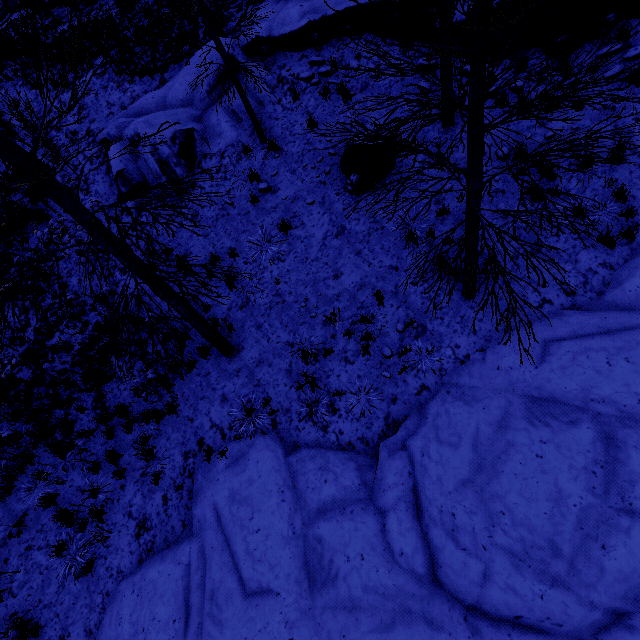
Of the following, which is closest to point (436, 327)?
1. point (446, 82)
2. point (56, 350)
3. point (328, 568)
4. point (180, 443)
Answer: point (328, 568)

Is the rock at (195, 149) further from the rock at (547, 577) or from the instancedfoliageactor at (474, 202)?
the rock at (547, 577)

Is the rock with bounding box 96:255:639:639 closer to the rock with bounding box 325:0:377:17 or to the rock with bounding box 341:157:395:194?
the rock with bounding box 325:0:377:17

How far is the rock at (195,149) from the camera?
9.3m

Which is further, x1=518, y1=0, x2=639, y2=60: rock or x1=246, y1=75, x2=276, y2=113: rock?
x1=246, y1=75, x2=276, y2=113: rock

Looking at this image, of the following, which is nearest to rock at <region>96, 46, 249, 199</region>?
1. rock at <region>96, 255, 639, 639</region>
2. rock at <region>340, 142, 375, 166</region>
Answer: rock at <region>340, 142, 375, 166</region>

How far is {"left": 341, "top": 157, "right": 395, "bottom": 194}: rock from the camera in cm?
788
